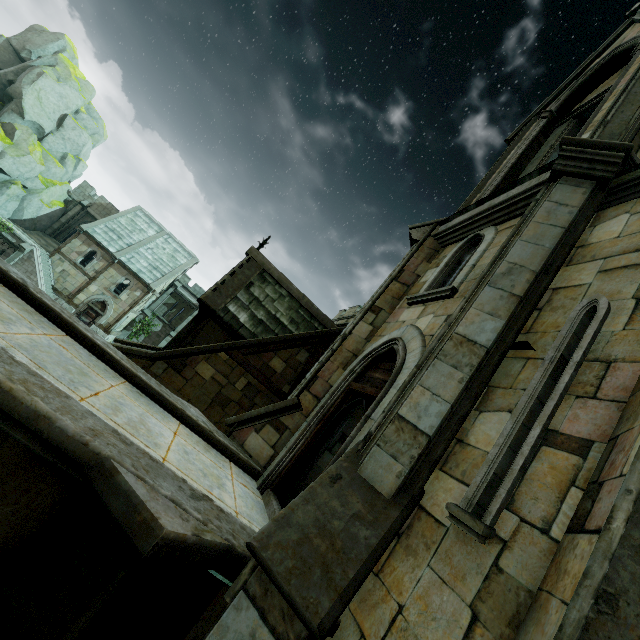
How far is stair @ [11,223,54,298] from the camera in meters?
27.1

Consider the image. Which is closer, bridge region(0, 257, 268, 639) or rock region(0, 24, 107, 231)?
bridge region(0, 257, 268, 639)

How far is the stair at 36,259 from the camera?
27.15m

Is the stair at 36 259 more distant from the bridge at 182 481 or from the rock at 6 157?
the bridge at 182 481

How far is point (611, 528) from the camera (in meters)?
1.86

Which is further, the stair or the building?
the stair

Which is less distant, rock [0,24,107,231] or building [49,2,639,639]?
building [49,2,639,639]

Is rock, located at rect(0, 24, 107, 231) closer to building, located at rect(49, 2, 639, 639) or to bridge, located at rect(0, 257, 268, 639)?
building, located at rect(49, 2, 639, 639)
